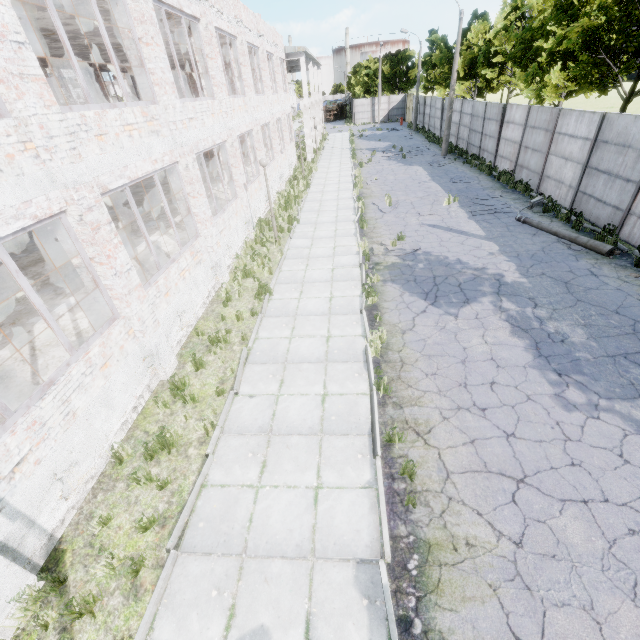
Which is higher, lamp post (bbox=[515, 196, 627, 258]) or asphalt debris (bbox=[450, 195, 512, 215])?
lamp post (bbox=[515, 196, 627, 258])

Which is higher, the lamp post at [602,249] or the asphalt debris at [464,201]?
the lamp post at [602,249]

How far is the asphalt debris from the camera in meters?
15.0 m

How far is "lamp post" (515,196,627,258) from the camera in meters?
10.6 m

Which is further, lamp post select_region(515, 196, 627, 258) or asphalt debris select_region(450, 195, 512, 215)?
asphalt debris select_region(450, 195, 512, 215)

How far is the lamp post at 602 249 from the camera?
10.59m

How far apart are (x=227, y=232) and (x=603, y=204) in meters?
14.5
